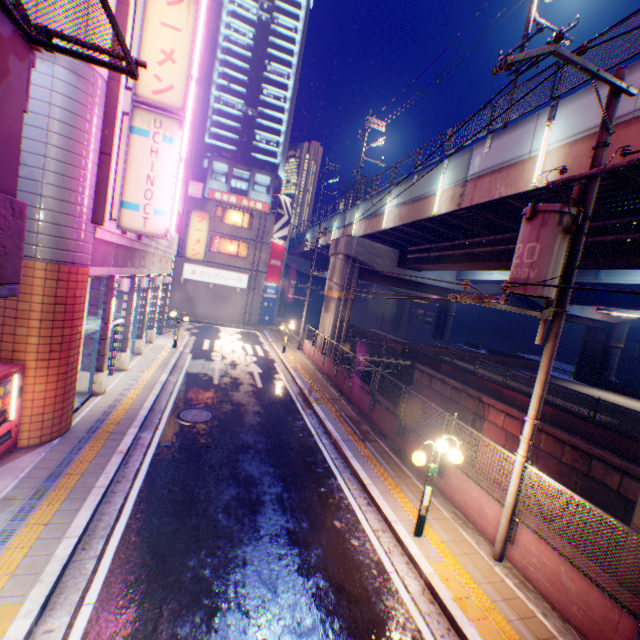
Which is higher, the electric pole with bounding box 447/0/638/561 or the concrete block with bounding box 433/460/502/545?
the electric pole with bounding box 447/0/638/561

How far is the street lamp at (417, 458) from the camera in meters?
6.8 m

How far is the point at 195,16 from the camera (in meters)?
8.85

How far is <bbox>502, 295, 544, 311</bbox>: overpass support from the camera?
28.8m

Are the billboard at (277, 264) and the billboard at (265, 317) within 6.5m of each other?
yes

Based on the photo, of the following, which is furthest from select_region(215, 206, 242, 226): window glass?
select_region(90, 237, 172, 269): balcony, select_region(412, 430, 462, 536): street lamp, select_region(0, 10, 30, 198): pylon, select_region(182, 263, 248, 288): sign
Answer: select_region(412, 430, 462, 536): street lamp

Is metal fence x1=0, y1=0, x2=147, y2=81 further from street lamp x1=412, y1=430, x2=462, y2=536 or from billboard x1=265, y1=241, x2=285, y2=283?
billboard x1=265, y1=241, x2=285, y2=283

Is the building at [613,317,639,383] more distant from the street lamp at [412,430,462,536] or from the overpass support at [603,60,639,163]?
the street lamp at [412,430,462,536]
